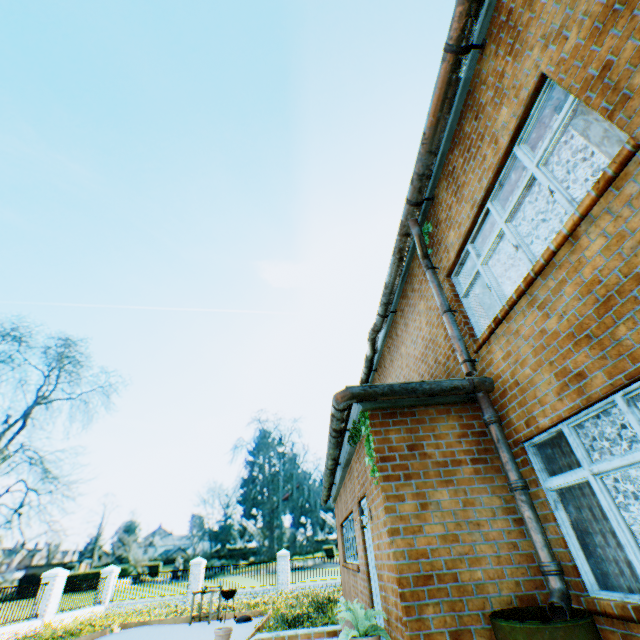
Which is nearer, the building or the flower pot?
the building

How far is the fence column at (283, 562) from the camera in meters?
20.2

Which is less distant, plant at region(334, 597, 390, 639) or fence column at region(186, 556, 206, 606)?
plant at region(334, 597, 390, 639)

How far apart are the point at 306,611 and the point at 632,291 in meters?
12.9

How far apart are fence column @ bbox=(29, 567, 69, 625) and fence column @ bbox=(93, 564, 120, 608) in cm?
477

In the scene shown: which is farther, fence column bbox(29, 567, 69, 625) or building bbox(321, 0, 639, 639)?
fence column bbox(29, 567, 69, 625)

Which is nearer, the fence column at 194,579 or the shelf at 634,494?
the shelf at 634,494

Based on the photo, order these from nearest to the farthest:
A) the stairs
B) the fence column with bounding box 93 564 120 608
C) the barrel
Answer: the barrel → the stairs → the fence column with bounding box 93 564 120 608
